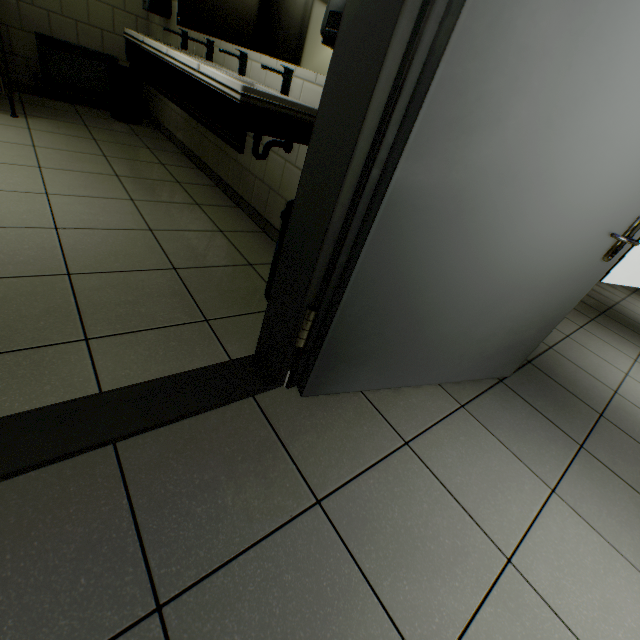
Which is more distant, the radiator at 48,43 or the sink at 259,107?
the radiator at 48,43

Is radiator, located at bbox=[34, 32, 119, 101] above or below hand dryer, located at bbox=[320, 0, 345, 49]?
below

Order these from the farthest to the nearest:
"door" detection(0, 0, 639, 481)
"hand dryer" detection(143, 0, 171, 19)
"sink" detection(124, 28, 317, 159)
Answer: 1. "hand dryer" detection(143, 0, 171, 19)
2. "sink" detection(124, 28, 317, 159)
3. "door" detection(0, 0, 639, 481)

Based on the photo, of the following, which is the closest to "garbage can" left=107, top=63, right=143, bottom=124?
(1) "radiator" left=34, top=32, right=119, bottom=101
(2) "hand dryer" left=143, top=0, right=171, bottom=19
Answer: (1) "radiator" left=34, top=32, right=119, bottom=101

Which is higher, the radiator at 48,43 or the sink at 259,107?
the sink at 259,107

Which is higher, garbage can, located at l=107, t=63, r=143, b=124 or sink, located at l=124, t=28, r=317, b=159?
sink, located at l=124, t=28, r=317, b=159

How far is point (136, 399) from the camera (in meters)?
1.14

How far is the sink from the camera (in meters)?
1.75
